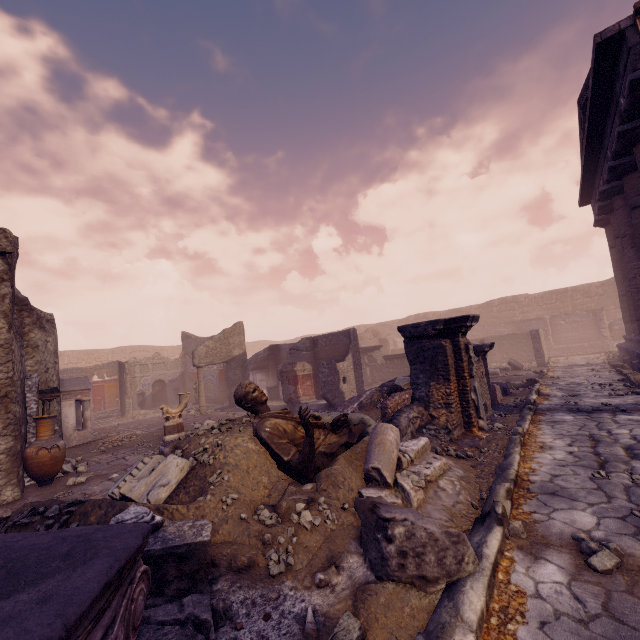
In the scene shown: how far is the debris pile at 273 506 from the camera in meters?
3.1

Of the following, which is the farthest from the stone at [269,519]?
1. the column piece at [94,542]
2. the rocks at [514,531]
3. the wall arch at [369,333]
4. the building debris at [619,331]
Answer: the building debris at [619,331]

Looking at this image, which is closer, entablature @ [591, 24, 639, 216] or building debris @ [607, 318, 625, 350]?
entablature @ [591, 24, 639, 216]

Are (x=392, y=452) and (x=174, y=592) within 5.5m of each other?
yes

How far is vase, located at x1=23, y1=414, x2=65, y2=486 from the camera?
6.1m

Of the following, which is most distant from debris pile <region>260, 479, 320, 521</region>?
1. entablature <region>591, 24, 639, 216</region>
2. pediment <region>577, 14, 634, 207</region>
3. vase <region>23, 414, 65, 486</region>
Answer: pediment <region>577, 14, 634, 207</region>

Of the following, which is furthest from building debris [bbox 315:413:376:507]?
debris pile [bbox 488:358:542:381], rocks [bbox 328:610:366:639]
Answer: debris pile [bbox 488:358:542:381]

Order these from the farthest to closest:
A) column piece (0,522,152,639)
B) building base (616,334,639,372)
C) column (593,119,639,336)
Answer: building base (616,334,639,372) < column (593,119,639,336) < column piece (0,522,152,639)
